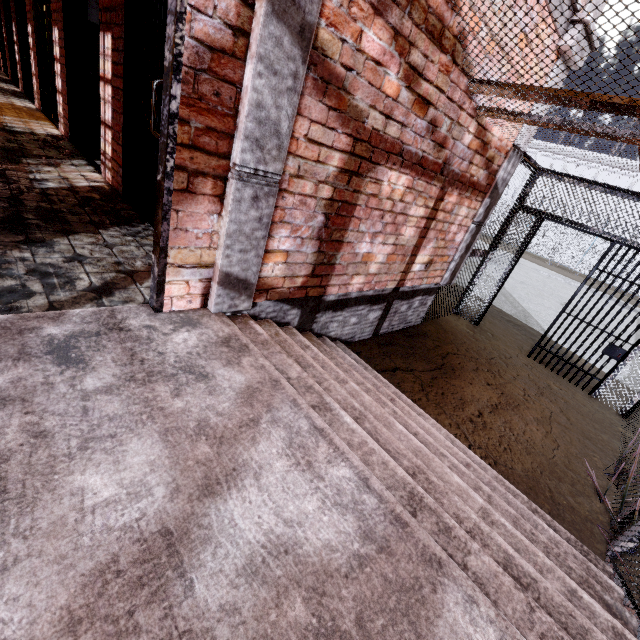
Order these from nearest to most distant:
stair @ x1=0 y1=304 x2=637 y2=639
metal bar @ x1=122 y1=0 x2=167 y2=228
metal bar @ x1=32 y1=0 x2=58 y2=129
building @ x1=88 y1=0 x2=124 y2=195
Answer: stair @ x1=0 y1=304 x2=637 y2=639 < metal bar @ x1=122 y1=0 x2=167 y2=228 < building @ x1=88 y1=0 x2=124 y2=195 < metal bar @ x1=32 y1=0 x2=58 y2=129

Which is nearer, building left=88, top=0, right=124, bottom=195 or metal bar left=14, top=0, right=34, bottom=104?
building left=88, top=0, right=124, bottom=195

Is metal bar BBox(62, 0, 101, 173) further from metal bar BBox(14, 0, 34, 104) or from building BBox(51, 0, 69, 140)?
metal bar BBox(14, 0, 34, 104)

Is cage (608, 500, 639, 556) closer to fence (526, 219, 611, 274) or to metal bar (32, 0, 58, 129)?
fence (526, 219, 611, 274)

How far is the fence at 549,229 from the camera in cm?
2073

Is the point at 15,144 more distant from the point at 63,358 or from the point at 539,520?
the point at 539,520

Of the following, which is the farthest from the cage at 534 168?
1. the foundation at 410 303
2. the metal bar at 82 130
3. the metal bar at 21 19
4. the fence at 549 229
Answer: the metal bar at 21 19

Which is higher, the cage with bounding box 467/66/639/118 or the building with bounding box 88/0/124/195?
the cage with bounding box 467/66/639/118
